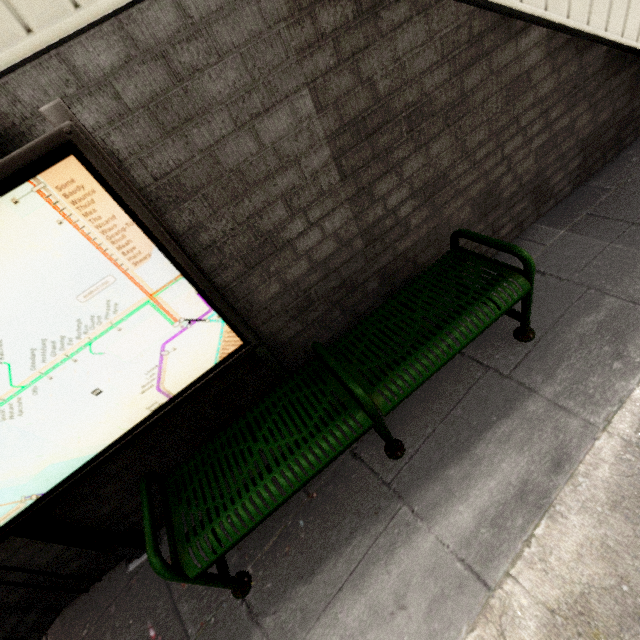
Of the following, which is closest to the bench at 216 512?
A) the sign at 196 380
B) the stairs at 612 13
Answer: the sign at 196 380

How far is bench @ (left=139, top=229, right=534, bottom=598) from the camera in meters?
1.5 m

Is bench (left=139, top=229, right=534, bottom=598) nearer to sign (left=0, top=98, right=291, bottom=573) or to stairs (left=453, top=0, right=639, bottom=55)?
sign (left=0, top=98, right=291, bottom=573)

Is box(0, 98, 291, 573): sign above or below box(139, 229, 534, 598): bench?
above

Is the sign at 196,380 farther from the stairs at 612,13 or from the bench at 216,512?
the stairs at 612,13

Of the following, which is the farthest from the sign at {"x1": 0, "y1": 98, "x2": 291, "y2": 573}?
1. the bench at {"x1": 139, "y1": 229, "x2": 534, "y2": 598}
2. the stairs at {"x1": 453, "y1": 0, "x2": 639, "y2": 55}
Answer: the stairs at {"x1": 453, "y1": 0, "x2": 639, "y2": 55}

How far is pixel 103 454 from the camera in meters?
1.5
